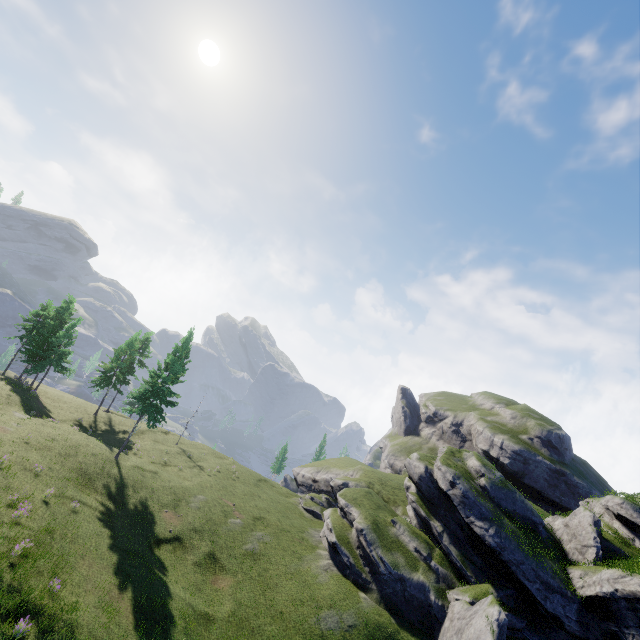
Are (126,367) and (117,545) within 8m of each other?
no
